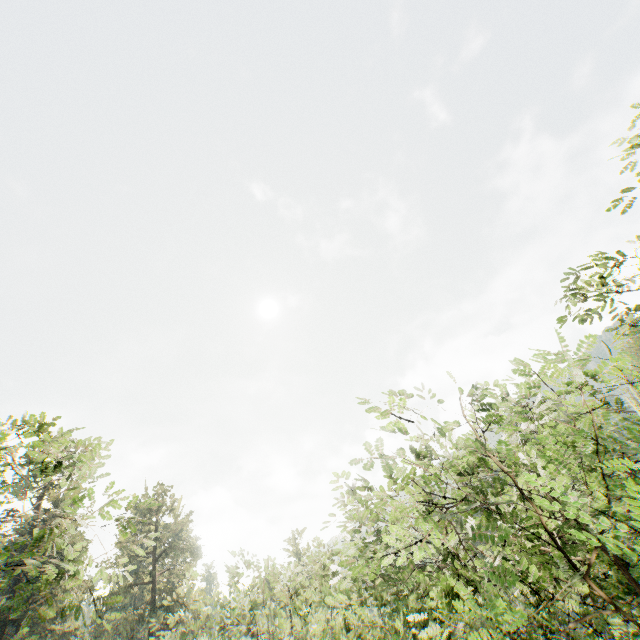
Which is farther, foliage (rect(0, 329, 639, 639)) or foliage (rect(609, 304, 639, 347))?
foliage (rect(609, 304, 639, 347))

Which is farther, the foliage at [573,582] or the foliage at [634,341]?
the foliage at [634,341]

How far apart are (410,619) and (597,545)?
2.8m
